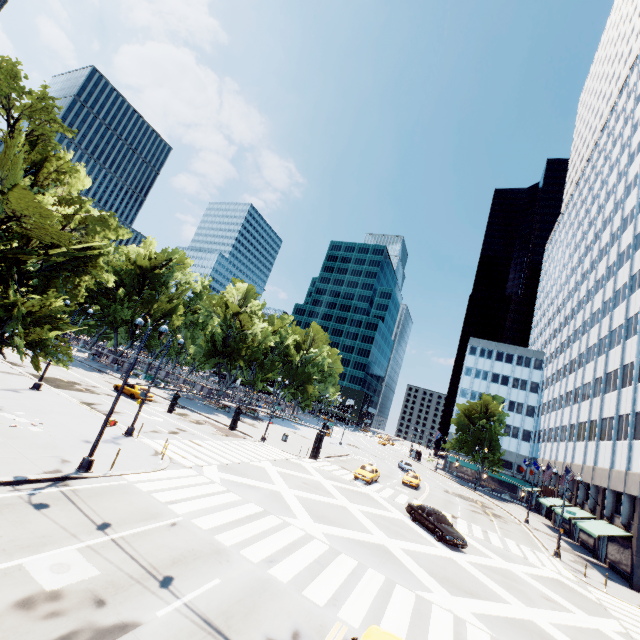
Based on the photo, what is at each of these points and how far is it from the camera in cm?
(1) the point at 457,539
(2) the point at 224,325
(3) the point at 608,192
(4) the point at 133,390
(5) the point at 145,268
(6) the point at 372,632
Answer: (1) vehicle, 2108
(2) tree, 5241
(3) building, 5294
(4) vehicle, 3528
(5) tree, 5588
(6) vehicle, 874

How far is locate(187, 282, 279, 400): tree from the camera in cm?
4978

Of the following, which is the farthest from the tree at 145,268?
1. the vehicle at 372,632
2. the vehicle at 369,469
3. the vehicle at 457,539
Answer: the vehicle at 457,539

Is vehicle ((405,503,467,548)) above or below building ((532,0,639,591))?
below

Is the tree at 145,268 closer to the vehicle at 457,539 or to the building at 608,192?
the building at 608,192

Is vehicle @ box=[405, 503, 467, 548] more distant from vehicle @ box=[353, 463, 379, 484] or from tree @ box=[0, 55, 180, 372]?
tree @ box=[0, 55, 180, 372]

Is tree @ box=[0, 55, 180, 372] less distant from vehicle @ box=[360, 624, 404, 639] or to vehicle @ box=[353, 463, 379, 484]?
vehicle @ box=[360, 624, 404, 639]

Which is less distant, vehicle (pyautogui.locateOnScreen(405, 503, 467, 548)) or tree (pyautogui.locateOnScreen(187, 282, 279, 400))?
vehicle (pyautogui.locateOnScreen(405, 503, 467, 548))
